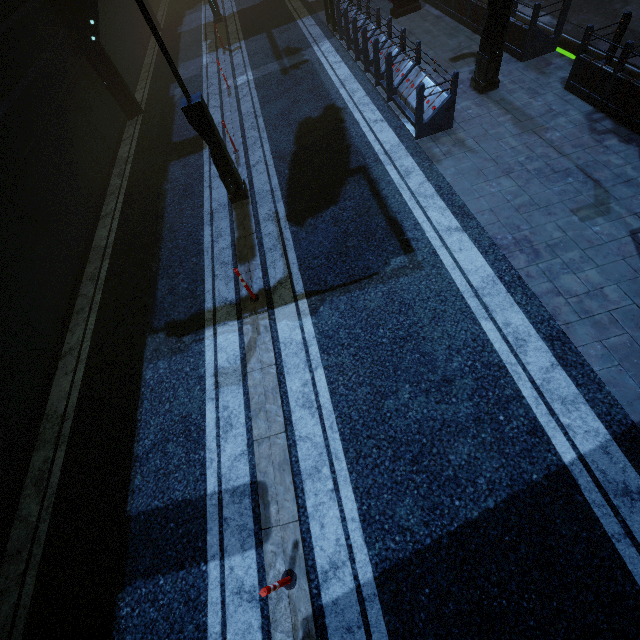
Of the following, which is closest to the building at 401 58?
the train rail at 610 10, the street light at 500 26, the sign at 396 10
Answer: the train rail at 610 10

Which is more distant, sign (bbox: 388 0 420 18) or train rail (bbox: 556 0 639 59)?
sign (bbox: 388 0 420 18)

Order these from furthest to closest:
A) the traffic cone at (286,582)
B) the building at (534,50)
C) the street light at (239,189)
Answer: the building at (534,50), the street light at (239,189), the traffic cone at (286,582)

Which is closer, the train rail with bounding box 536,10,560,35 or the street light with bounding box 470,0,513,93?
the street light with bounding box 470,0,513,93

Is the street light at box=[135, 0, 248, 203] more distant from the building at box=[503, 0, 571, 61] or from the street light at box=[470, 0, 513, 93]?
the street light at box=[470, 0, 513, 93]

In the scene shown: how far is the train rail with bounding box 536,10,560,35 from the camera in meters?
10.9 m

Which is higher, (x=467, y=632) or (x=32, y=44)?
(x=32, y=44)

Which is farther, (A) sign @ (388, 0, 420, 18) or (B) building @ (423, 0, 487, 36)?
(A) sign @ (388, 0, 420, 18)
